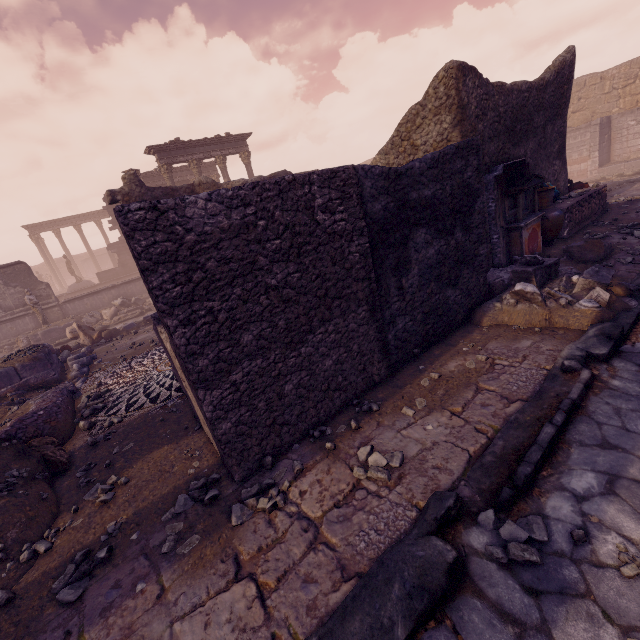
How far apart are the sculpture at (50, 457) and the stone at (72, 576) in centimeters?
179cm

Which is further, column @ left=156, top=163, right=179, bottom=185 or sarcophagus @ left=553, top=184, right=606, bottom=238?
column @ left=156, top=163, right=179, bottom=185

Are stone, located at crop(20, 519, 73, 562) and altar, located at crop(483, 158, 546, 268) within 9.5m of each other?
yes

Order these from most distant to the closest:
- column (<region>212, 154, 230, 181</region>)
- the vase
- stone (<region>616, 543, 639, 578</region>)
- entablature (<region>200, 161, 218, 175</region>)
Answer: entablature (<region>200, 161, 218, 175</region>)
column (<region>212, 154, 230, 181</region>)
the vase
stone (<region>616, 543, 639, 578</region>)

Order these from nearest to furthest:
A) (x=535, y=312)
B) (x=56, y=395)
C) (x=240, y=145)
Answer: (x=535, y=312) < (x=56, y=395) < (x=240, y=145)

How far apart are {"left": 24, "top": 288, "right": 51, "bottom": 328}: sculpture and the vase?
19.21m

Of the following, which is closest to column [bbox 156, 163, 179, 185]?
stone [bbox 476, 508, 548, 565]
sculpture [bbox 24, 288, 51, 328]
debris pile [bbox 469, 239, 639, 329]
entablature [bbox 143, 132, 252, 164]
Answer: entablature [bbox 143, 132, 252, 164]

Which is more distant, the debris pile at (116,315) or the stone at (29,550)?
the debris pile at (116,315)
